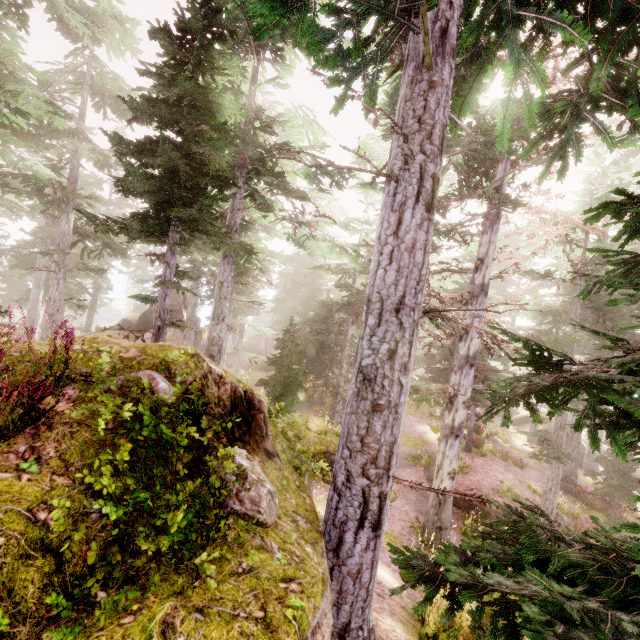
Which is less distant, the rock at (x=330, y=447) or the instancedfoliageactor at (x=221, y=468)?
the instancedfoliageactor at (x=221, y=468)

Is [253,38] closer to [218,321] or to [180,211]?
[180,211]

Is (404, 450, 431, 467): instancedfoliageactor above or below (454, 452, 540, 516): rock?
below

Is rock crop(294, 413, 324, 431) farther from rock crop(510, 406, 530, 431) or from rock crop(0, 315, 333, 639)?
rock crop(510, 406, 530, 431)

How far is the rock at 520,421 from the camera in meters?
32.9 m

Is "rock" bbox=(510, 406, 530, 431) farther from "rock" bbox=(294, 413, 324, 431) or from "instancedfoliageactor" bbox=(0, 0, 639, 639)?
"rock" bbox=(294, 413, 324, 431)

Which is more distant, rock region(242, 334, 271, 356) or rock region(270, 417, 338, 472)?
rock region(242, 334, 271, 356)

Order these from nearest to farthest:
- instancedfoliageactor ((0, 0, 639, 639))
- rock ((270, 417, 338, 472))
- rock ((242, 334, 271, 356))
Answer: instancedfoliageactor ((0, 0, 639, 639)) → rock ((270, 417, 338, 472)) → rock ((242, 334, 271, 356))
